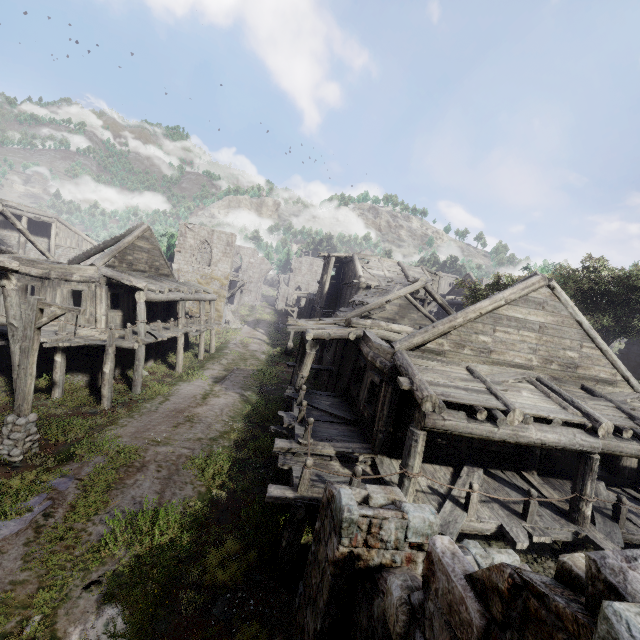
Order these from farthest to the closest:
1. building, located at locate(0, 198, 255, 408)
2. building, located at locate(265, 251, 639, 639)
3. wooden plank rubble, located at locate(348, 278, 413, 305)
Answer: wooden plank rubble, located at locate(348, 278, 413, 305) → building, located at locate(0, 198, 255, 408) → building, located at locate(265, 251, 639, 639)

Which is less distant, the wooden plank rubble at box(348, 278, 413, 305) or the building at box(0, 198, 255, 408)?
the building at box(0, 198, 255, 408)

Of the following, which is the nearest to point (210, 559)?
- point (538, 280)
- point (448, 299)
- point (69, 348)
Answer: point (538, 280)

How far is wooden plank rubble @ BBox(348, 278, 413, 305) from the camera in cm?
2028

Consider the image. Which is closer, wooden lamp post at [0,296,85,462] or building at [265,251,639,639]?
building at [265,251,639,639]

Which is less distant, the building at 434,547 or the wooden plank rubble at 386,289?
the building at 434,547

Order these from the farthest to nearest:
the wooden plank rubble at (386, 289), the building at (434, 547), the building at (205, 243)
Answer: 1. the wooden plank rubble at (386, 289)
2. the building at (205, 243)
3. the building at (434, 547)
